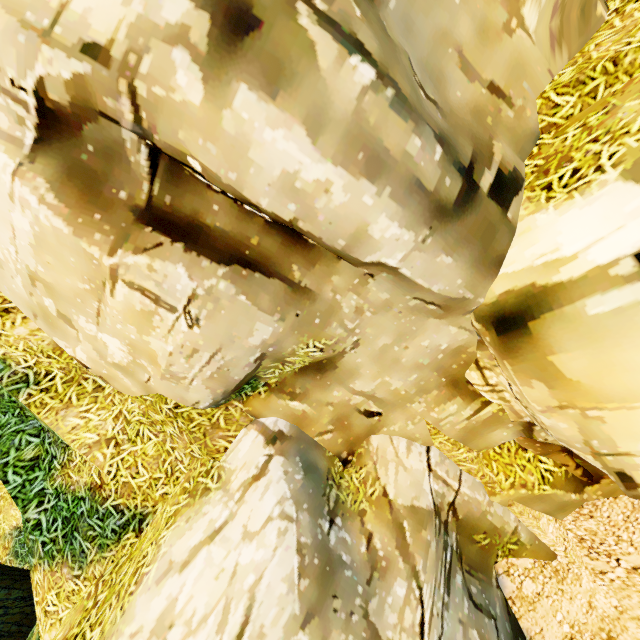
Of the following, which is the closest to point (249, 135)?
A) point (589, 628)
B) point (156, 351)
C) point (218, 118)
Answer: point (218, 118)
